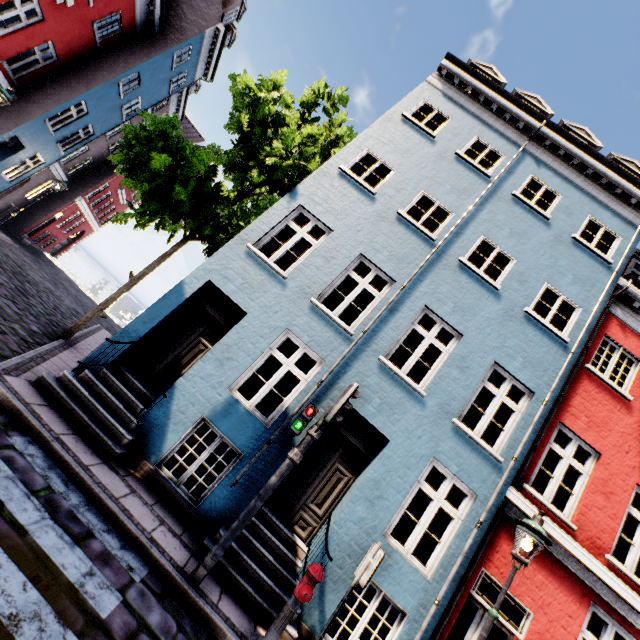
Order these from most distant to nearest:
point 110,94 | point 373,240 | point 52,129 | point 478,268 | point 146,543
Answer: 1. point 478,268
2. point 110,94
3. point 52,129
4. point 373,240
5. point 146,543

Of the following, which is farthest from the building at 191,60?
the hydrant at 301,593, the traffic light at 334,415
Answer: the traffic light at 334,415

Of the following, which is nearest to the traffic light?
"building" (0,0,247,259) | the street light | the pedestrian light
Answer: the pedestrian light

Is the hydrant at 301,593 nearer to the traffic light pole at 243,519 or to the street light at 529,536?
the traffic light pole at 243,519

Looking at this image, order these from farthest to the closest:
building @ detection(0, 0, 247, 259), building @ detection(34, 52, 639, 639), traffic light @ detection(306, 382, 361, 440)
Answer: building @ detection(0, 0, 247, 259) < building @ detection(34, 52, 639, 639) < traffic light @ detection(306, 382, 361, 440)

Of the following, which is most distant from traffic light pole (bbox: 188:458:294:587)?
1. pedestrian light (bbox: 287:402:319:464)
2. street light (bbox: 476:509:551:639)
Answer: street light (bbox: 476:509:551:639)

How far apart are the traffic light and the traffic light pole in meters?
0.5

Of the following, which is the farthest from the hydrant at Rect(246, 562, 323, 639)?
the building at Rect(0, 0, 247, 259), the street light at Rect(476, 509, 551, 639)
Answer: the street light at Rect(476, 509, 551, 639)
